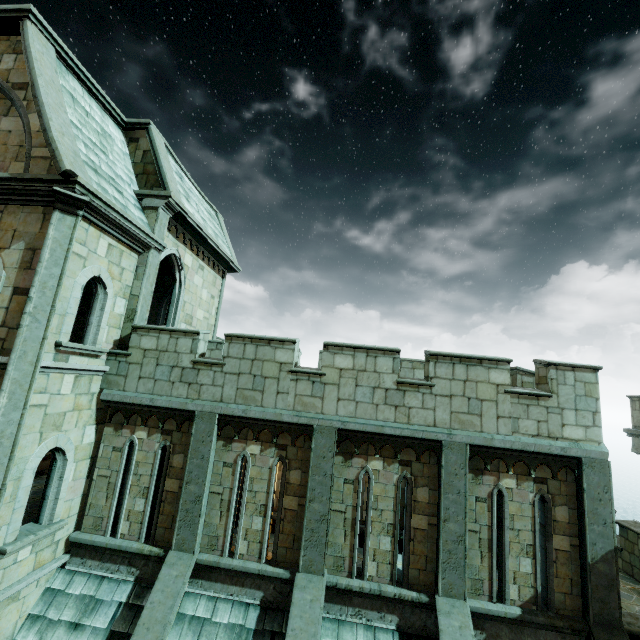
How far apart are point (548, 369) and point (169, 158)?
14.41m
